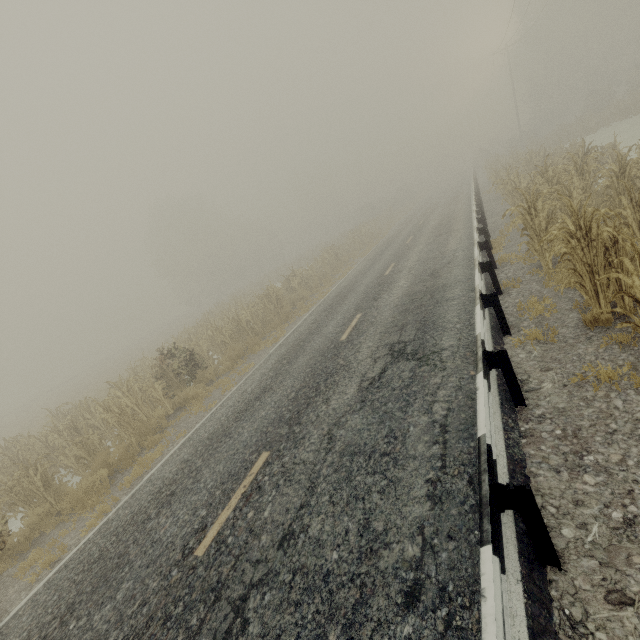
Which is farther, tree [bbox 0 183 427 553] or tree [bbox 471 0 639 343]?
tree [bbox 0 183 427 553]

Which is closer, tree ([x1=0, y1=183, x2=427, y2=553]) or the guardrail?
the guardrail

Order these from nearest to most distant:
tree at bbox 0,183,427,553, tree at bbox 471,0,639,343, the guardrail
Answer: the guardrail → tree at bbox 471,0,639,343 → tree at bbox 0,183,427,553

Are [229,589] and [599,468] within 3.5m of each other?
no

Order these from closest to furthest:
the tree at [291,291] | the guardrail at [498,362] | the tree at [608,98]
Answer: the guardrail at [498,362]
the tree at [608,98]
the tree at [291,291]

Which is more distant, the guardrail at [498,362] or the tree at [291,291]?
the tree at [291,291]
